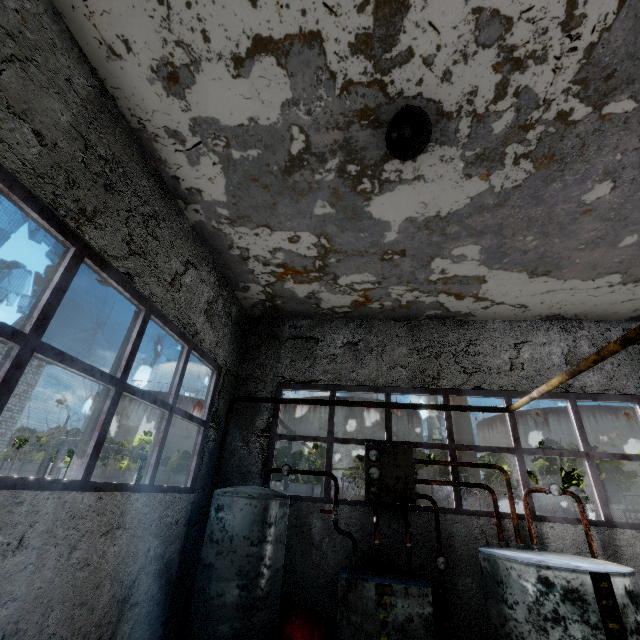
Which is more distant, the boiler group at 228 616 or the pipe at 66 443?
the pipe at 66 443

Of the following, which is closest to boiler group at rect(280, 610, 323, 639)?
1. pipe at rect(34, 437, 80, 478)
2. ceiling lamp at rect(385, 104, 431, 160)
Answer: ceiling lamp at rect(385, 104, 431, 160)

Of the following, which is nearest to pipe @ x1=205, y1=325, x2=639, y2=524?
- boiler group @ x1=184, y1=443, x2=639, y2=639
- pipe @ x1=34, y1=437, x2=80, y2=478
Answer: pipe @ x1=34, y1=437, x2=80, y2=478

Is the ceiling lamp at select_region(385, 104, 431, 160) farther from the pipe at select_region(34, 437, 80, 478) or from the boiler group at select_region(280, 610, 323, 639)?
the pipe at select_region(34, 437, 80, 478)

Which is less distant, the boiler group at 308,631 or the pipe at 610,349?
the pipe at 610,349

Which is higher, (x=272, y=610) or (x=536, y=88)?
(x=536, y=88)

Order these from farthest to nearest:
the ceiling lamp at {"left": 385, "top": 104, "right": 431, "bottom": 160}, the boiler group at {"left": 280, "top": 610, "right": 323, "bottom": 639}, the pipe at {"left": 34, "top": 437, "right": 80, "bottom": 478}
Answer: the pipe at {"left": 34, "top": 437, "right": 80, "bottom": 478}, the boiler group at {"left": 280, "top": 610, "right": 323, "bottom": 639}, the ceiling lamp at {"left": 385, "top": 104, "right": 431, "bottom": 160}

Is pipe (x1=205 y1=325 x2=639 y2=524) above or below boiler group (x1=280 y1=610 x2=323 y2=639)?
above
